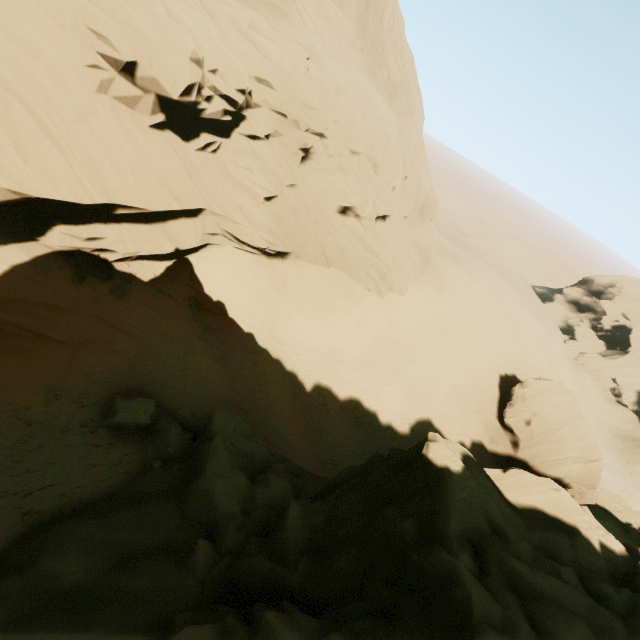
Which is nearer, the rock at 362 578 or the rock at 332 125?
the rock at 362 578

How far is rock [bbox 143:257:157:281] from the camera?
16.5 meters

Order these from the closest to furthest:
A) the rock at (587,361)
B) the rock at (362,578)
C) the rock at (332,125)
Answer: the rock at (362,578)
the rock at (332,125)
the rock at (587,361)

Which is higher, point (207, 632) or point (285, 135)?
point (285, 135)

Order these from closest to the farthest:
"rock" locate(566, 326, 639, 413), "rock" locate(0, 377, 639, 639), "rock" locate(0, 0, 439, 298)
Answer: "rock" locate(0, 377, 639, 639) → "rock" locate(0, 0, 439, 298) → "rock" locate(566, 326, 639, 413)

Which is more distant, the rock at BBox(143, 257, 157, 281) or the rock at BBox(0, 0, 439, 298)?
the rock at BBox(143, 257, 157, 281)
